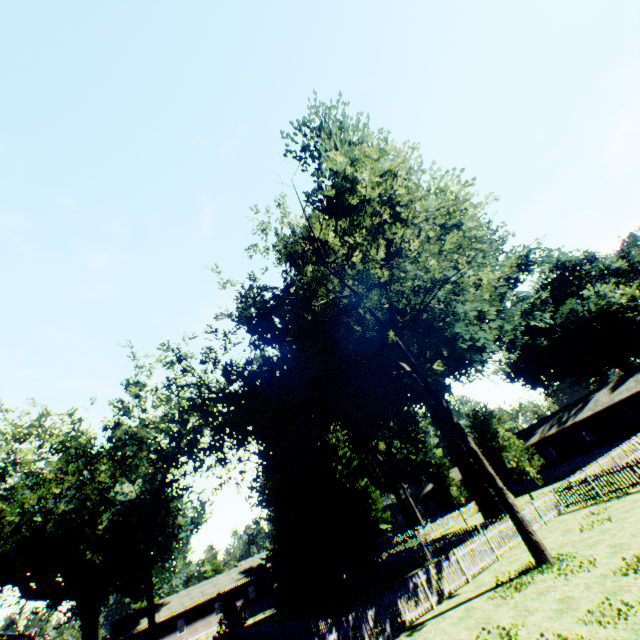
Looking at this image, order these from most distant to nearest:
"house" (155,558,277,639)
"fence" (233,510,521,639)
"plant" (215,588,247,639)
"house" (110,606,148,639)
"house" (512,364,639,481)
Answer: "house" (155,558,277,639), "house" (110,606,148,639), "house" (512,364,639,481), "plant" (215,588,247,639), "fence" (233,510,521,639)

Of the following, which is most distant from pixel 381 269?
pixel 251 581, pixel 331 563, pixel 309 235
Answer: pixel 251 581

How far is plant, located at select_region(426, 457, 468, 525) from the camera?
37.34m

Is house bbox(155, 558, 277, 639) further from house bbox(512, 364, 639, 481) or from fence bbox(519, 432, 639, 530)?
house bbox(512, 364, 639, 481)

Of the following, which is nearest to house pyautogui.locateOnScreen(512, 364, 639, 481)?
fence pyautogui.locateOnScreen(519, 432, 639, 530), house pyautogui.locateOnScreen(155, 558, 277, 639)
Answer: fence pyautogui.locateOnScreen(519, 432, 639, 530)

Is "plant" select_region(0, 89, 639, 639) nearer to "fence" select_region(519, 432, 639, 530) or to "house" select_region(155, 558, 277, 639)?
"fence" select_region(519, 432, 639, 530)

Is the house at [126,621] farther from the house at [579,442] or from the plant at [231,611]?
the house at [579,442]

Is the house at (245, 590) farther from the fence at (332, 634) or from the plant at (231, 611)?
the plant at (231, 611)
